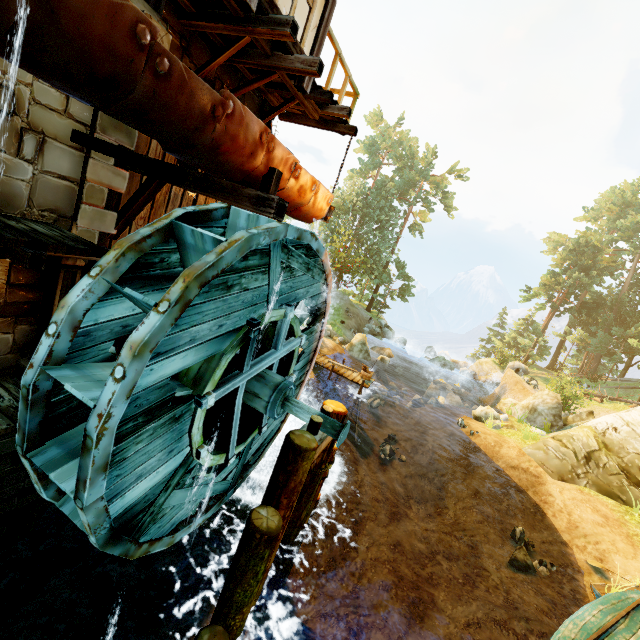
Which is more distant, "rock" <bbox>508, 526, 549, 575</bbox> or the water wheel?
"rock" <bbox>508, 526, 549, 575</bbox>

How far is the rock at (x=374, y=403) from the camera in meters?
19.5

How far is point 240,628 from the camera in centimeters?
502cm

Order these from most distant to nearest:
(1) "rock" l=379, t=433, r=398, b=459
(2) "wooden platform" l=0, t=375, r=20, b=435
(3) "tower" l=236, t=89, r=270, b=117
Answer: (1) "rock" l=379, t=433, r=398, b=459 < (3) "tower" l=236, t=89, r=270, b=117 < (2) "wooden platform" l=0, t=375, r=20, b=435

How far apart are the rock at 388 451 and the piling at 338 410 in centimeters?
776cm

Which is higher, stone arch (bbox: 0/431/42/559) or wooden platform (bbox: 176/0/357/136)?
wooden platform (bbox: 176/0/357/136)

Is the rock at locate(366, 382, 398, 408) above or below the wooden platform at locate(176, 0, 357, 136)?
below

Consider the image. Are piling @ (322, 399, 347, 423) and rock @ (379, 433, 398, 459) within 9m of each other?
yes
